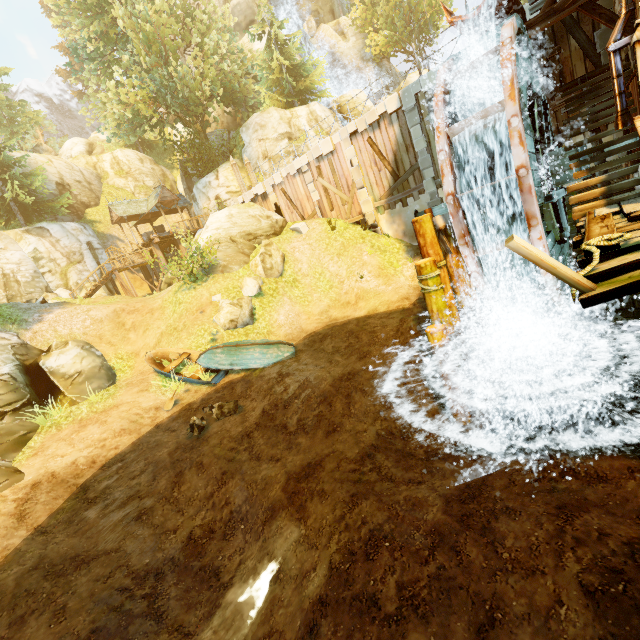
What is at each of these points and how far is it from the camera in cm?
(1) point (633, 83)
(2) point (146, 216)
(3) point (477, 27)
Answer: (1) tower, 604
(2) building, 3106
(3) drain, 703

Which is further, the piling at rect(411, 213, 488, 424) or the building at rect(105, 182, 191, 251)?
the building at rect(105, 182, 191, 251)

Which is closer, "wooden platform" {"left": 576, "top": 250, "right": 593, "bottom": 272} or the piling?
"wooden platform" {"left": 576, "top": 250, "right": 593, "bottom": 272}

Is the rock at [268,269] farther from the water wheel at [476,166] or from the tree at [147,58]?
the tree at [147,58]

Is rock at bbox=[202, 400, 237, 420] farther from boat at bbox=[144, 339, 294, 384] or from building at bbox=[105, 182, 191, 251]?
building at bbox=[105, 182, 191, 251]

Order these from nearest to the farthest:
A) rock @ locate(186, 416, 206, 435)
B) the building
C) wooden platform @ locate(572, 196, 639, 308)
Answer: wooden platform @ locate(572, 196, 639, 308), rock @ locate(186, 416, 206, 435), the building

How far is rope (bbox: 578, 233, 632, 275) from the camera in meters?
3.3

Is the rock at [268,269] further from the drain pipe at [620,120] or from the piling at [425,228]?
the drain pipe at [620,120]
